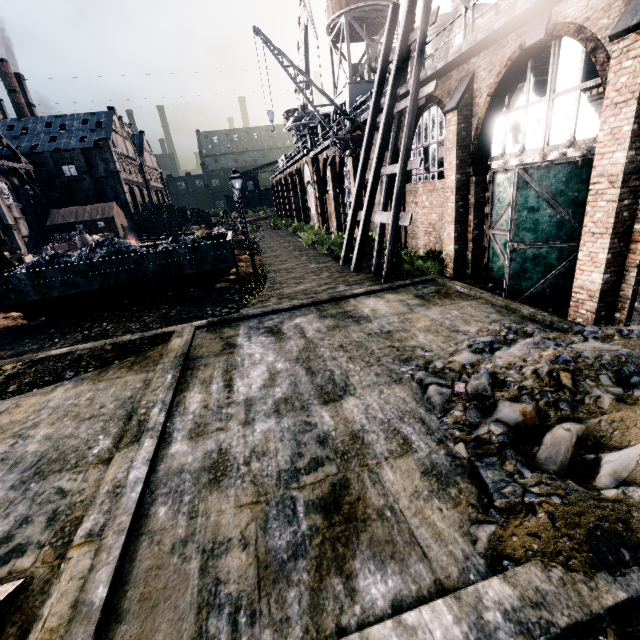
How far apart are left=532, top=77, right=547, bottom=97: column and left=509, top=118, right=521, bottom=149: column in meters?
0.1

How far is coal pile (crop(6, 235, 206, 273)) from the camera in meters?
15.2

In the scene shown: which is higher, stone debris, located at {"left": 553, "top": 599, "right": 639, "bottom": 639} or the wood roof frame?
the wood roof frame

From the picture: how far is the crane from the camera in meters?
18.0 m

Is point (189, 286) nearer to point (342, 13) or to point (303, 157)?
point (303, 157)

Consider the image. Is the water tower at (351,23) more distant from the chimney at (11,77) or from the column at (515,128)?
the chimney at (11,77)

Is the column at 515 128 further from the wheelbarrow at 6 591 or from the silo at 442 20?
the silo at 442 20

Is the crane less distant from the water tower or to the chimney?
the water tower
